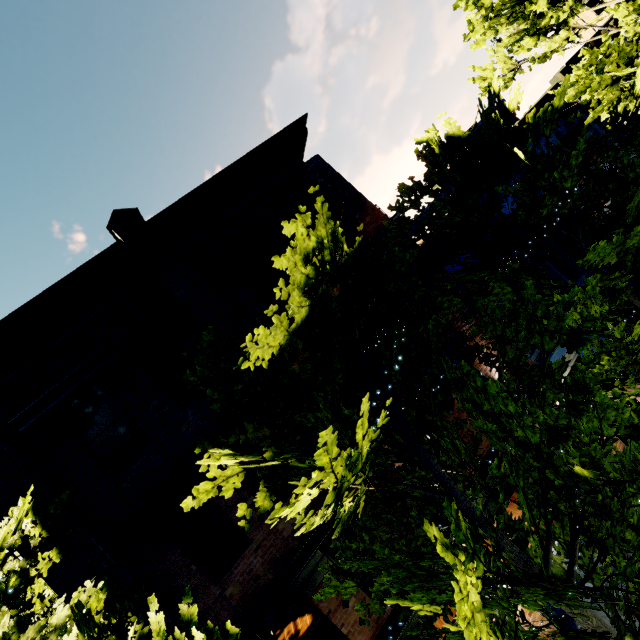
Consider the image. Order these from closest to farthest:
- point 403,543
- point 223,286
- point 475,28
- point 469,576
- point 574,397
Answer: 1. point 469,576
2. point 574,397
3. point 403,543
4. point 223,286
5. point 475,28

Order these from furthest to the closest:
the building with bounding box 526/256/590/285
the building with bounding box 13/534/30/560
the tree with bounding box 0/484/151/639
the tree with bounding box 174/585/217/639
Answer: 1. the building with bounding box 526/256/590/285
2. the building with bounding box 13/534/30/560
3. the tree with bounding box 0/484/151/639
4. the tree with bounding box 174/585/217/639

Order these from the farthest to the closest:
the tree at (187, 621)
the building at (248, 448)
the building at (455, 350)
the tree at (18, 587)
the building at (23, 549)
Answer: the building at (455, 350) < the building at (248, 448) < the building at (23, 549) < the tree at (18, 587) < the tree at (187, 621)

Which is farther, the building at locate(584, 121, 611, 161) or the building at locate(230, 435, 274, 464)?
the building at locate(584, 121, 611, 161)

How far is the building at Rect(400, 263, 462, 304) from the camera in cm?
909

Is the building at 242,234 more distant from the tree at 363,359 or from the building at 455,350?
the building at 455,350

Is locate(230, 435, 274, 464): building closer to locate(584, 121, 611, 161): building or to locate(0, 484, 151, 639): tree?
locate(0, 484, 151, 639): tree
